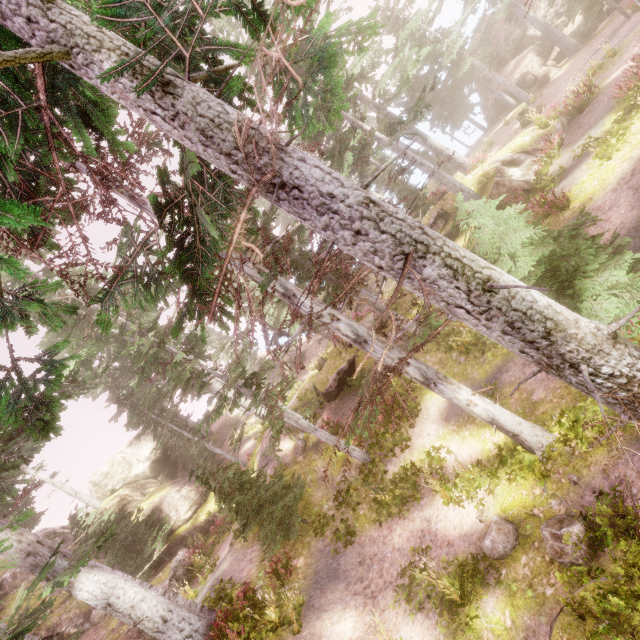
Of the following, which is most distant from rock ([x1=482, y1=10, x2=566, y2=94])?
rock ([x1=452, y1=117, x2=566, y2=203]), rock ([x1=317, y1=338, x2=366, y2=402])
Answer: rock ([x1=317, y1=338, x2=366, y2=402])

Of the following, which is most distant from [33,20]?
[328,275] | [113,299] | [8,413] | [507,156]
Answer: [507,156]

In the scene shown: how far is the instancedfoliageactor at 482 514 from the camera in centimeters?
847cm

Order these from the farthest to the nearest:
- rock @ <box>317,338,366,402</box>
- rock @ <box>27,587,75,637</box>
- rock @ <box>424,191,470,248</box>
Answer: rock @ <box>27,587,75,637</box> < rock @ <box>317,338,366,402</box> < rock @ <box>424,191,470,248</box>

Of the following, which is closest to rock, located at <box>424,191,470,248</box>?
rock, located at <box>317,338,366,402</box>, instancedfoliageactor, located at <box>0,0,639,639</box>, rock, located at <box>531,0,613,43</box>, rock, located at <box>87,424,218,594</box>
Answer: instancedfoliageactor, located at <box>0,0,639,639</box>

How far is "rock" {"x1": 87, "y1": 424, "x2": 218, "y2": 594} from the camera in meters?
18.2 m

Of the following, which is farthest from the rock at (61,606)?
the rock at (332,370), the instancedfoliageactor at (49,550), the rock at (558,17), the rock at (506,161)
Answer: the rock at (558,17)

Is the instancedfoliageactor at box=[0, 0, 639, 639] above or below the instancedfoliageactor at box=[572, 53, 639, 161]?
above
